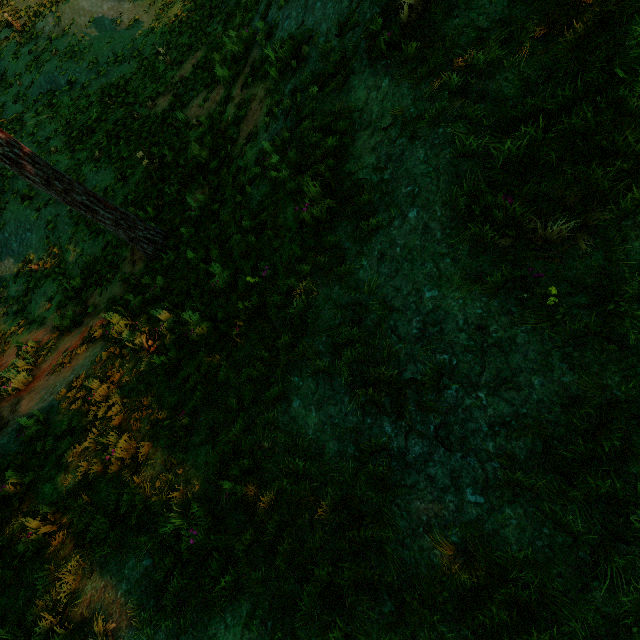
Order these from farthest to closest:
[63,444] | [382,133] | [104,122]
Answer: [104,122] → [63,444] → [382,133]
